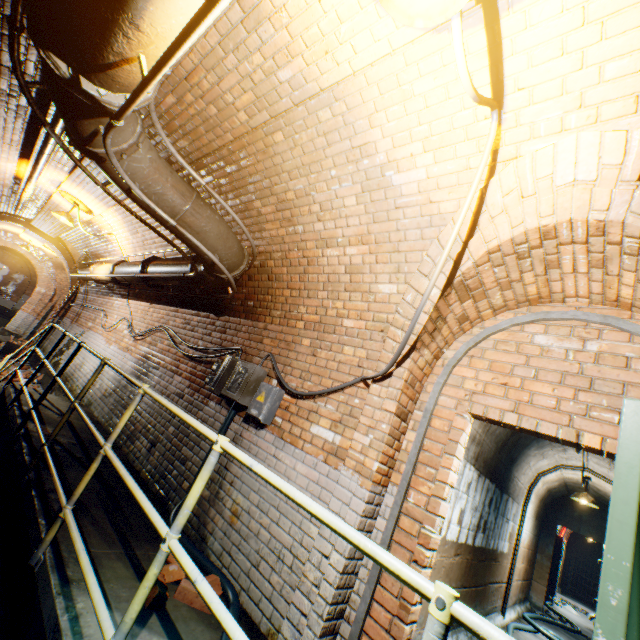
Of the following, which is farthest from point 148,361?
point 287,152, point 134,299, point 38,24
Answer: point 38,24

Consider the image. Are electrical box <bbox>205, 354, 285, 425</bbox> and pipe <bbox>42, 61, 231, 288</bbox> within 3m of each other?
yes

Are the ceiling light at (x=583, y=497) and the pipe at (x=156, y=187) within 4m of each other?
no

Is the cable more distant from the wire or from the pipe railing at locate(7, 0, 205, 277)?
the pipe railing at locate(7, 0, 205, 277)

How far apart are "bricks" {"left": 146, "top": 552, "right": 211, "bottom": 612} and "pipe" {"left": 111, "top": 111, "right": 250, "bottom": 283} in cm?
262

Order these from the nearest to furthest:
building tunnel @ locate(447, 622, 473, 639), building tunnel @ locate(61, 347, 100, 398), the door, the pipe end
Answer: the door, the pipe end, building tunnel @ locate(447, 622, 473, 639), building tunnel @ locate(61, 347, 100, 398)

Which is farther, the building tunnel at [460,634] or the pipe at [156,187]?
the building tunnel at [460,634]

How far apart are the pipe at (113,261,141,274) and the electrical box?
2.97m
